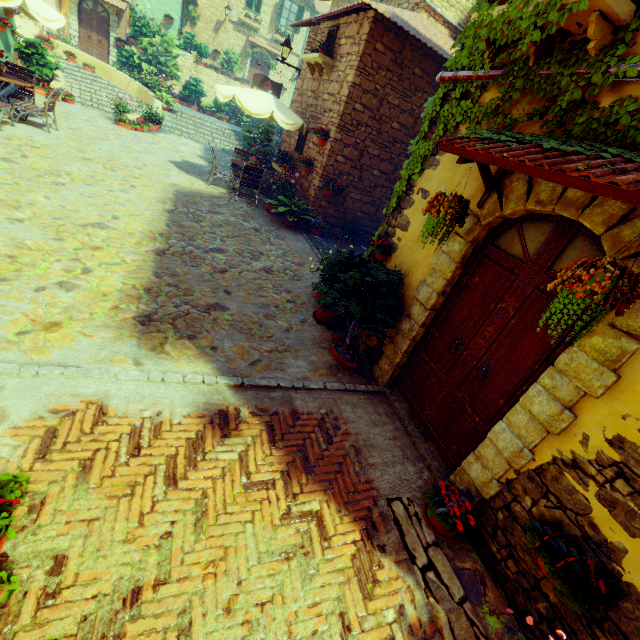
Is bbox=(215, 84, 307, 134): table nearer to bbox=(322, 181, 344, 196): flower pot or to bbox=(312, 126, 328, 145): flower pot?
bbox=(312, 126, 328, 145): flower pot

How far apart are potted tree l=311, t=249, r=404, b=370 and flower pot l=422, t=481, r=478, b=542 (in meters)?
1.78

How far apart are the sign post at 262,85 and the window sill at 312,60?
1.27m

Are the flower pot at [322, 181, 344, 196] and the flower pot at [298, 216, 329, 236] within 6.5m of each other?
yes

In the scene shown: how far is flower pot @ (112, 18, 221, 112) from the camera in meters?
16.5

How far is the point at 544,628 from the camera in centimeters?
258cm

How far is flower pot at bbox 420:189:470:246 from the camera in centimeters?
331cm

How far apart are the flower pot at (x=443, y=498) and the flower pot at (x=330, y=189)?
7.7m
